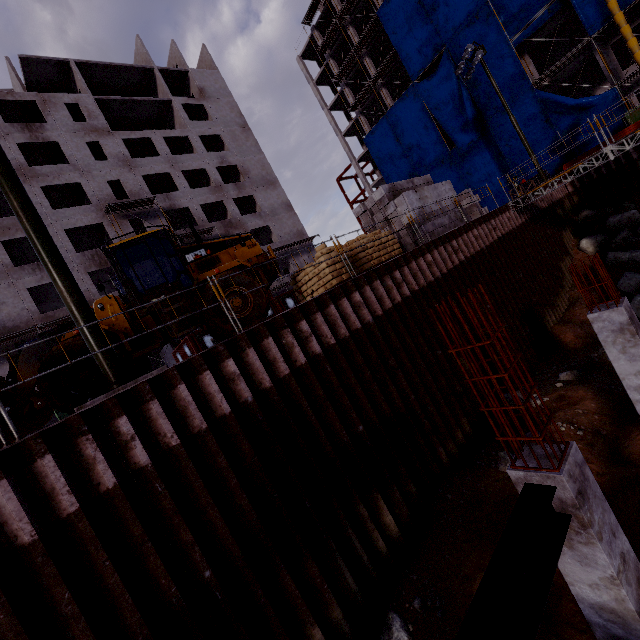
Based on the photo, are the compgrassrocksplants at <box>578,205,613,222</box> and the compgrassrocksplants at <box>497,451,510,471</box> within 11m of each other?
no

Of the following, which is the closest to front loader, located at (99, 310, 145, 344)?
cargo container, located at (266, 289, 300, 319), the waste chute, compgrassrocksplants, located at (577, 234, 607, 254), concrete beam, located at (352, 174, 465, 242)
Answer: concrete beam, located at (352, 174, 465, 242)

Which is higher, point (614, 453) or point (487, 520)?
point (487, 520)

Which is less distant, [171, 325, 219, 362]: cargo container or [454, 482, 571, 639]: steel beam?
[454, 482, 571, 639]: steel beam

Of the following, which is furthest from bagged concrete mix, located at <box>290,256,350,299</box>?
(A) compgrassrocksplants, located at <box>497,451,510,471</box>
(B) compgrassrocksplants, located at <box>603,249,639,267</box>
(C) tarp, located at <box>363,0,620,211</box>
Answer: (C) tarp, located at <box>363,0,620,211</box>

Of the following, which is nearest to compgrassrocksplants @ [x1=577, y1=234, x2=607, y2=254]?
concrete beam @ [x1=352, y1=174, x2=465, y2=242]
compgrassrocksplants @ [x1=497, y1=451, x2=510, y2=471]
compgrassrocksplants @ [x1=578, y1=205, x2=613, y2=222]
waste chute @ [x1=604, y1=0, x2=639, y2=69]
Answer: compgrassrocksplants @ [x1=578, y1=205, x2=613, y2=222]

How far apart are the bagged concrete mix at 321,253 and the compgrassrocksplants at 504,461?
6.40m

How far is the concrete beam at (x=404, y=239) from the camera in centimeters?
1305cm
